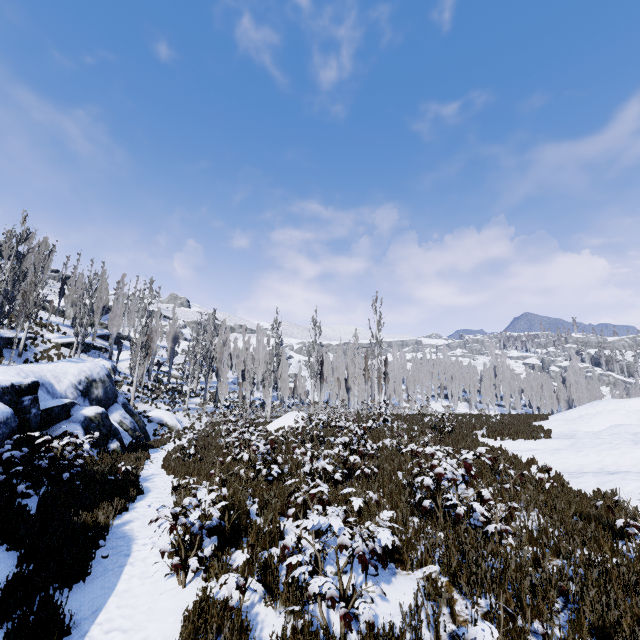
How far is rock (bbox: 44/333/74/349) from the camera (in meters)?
31.16

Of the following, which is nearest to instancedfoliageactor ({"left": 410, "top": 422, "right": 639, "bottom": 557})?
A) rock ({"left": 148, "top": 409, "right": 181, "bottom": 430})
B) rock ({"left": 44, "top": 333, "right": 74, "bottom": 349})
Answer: rock ({"left": 44, "top": 333, "right": 74, "bottom": 349})

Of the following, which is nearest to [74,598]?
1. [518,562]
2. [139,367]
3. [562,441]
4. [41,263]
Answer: [518,562]

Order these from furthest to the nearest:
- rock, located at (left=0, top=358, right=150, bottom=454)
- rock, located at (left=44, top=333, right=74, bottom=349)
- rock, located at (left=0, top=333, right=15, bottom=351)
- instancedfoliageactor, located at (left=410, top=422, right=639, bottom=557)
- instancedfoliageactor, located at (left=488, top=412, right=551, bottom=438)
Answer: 1. rock, located at (left=44, top=333, right=74, bottom=349)
2. rock, located at (left=0, top=333, right=15, bottom=351)
3. instancedfoliageactor, located at (left=488, top=412, right=551, bottom=438)
4. rock, located at (left=0, top=358, right=150, bottom=454)
5. instancedfoliageactor, located at (left=410, top=422, right=639, bottom=557)

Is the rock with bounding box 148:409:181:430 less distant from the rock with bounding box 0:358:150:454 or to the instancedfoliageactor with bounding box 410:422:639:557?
the instancedfoliageactor with bounding box 410:422:639:557

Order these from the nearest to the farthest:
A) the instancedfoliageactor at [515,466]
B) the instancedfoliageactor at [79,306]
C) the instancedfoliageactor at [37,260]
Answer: the instancedfoliageactor at [515,466] < the instancedfoliageactor at [37,260] < the instancedfoliageactor at [79,306]

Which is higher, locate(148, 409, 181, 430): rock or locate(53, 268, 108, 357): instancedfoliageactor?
locate(53, 268, 108, 357): instancedfoliageactor

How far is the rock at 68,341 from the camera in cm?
3116
